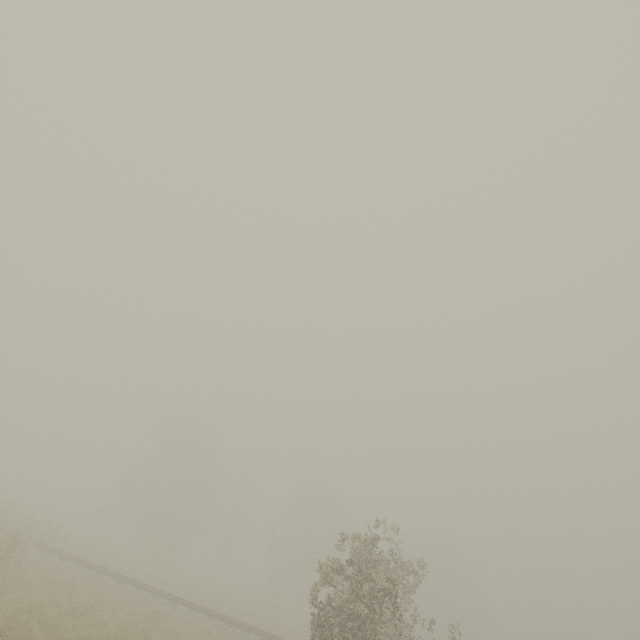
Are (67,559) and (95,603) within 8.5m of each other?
yes
